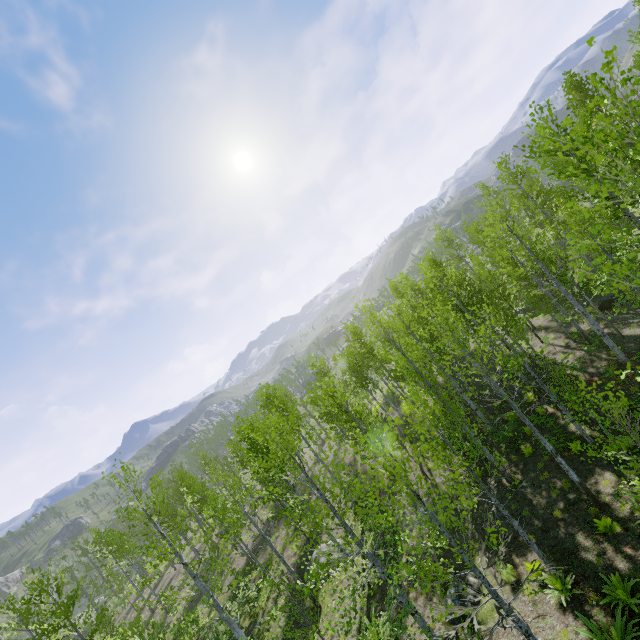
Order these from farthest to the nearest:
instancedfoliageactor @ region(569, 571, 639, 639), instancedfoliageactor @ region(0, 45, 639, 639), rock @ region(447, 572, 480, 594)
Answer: rock @ region(447, 572, 480, 594) → instancedfoliageactor @ region(569, 571, 639, 639) → instancedfoliageactor @ region(0, 45, 639, 639)

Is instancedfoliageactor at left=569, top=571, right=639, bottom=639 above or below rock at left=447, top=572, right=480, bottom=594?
above

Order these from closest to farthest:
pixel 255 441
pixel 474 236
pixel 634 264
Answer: pixel 634 264, pixel 255 441, pixel 474 236

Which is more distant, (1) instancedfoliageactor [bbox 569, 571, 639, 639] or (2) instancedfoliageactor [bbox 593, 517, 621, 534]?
(2) instancedfoliageactor [bbox 593, 517, 621, 534]

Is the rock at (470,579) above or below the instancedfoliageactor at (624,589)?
below

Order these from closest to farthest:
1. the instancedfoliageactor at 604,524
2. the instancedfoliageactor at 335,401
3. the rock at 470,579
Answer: the instancedfoliageactor at 335,401 < the instancedfoliageactor at 604,524 < the rock at 470,579

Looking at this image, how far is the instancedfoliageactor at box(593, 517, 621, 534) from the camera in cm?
950

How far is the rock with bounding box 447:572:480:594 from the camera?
11.0 meters
